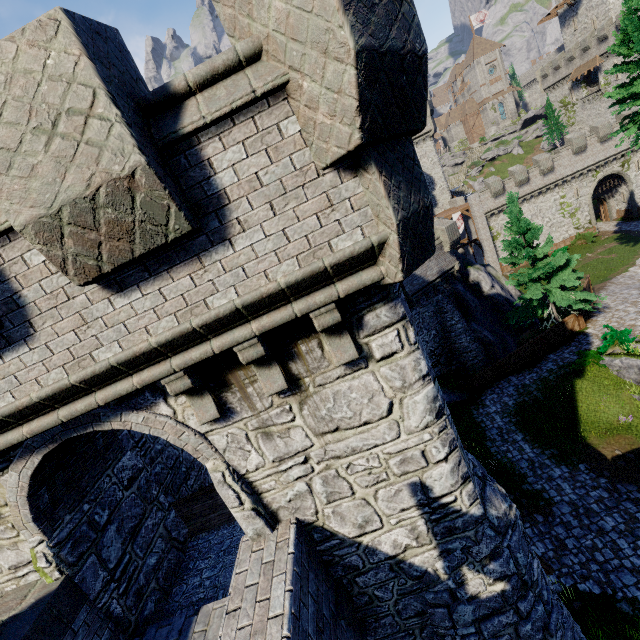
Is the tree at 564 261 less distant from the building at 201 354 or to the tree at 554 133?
the building at 201 354

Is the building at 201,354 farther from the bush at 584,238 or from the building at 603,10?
the building at 603,10

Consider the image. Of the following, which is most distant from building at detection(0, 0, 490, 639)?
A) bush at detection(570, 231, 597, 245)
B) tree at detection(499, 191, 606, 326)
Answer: bush at detection(570, 231, 597, 245)

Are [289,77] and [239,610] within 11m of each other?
yes

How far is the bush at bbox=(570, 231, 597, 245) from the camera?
38.3 meters

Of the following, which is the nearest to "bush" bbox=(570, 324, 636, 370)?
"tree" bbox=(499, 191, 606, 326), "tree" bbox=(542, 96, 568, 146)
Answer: "tree" bbox=(499, 191, 606, 326)

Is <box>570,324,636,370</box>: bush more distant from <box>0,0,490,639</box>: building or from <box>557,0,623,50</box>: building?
<box>557,0,623,50</box>: building

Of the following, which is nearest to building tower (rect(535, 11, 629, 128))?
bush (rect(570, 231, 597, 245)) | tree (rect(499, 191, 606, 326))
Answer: bush (rect(570, 231, 597, 245))
